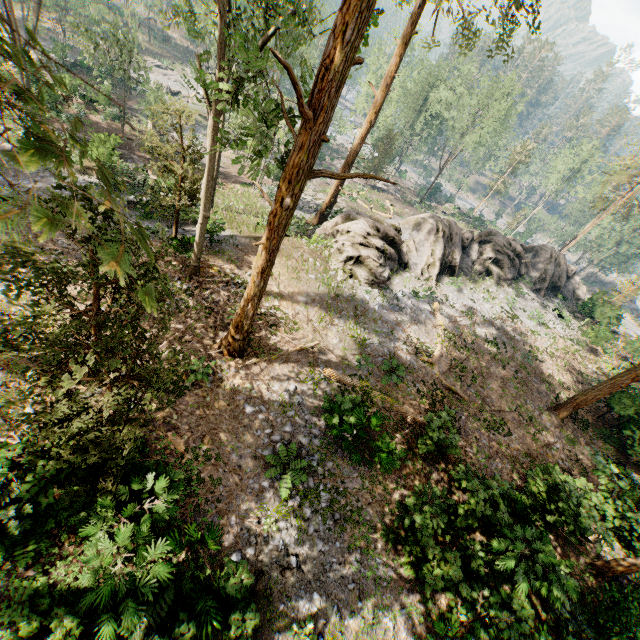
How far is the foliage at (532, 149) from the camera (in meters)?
53.56

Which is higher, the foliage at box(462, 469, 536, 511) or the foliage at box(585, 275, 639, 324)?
the foliage at box(585, 275, 639, 324)

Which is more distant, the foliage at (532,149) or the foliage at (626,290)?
the foliage at (532,149)

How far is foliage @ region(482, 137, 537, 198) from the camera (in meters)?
53.56

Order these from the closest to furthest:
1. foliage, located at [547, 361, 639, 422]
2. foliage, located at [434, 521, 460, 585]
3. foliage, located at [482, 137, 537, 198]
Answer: foliage, located at [434, 521, 460, 585], foliage, located at [547, 361, 639, 422], foliage, located at [482, 137, 537, 198]

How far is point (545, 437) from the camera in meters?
17.8 m

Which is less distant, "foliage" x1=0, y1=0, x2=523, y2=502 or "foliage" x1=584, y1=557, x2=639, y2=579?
"foliage" x1=0, y1=0, x2=523, y2=502

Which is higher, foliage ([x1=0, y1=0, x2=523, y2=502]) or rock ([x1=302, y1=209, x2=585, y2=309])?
foliage ([x1=0, y1=0, x2=523, y2=502])
